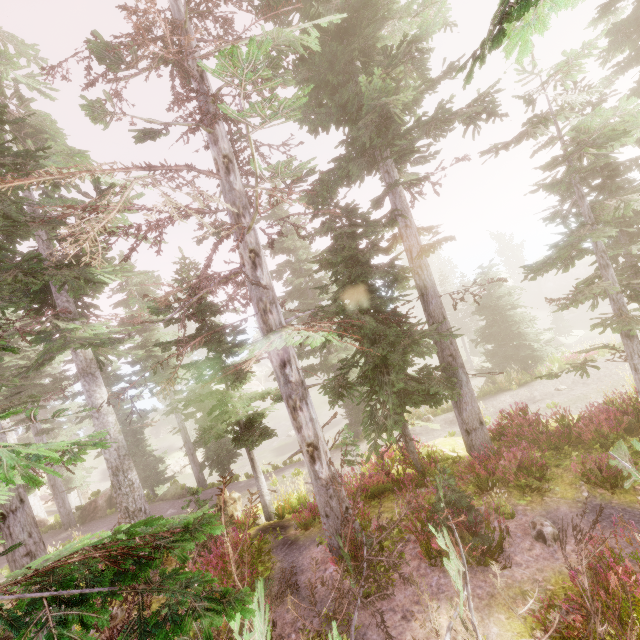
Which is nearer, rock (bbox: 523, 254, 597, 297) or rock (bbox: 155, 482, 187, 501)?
rock (bbox: 155, 482, 187, 501)

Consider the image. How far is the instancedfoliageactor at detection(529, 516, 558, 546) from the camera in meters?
6.6

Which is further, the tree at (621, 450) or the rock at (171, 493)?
the rock at (171, 493)

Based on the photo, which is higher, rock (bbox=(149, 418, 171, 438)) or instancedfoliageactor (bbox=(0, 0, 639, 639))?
instancedfoliageactor (bbox=(0, 0, 639, 639))

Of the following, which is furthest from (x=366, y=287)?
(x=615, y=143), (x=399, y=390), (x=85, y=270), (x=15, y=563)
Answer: (x=15, y=563)

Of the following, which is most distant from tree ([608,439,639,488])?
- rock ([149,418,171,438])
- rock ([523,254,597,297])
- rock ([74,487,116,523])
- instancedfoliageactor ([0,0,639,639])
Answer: rock ([523,254,597,297])

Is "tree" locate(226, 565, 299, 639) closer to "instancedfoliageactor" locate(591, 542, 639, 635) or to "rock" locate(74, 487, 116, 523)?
"instancedfoliageactor" locate(591, 542, 639, 635)

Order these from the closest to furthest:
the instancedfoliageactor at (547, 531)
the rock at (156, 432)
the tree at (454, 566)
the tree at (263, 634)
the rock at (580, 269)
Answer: the tree at (263, 634) < the tree at (454, 566) < the instancedfoliageactor at (547, 531) < the rock at (156, 432) < the rock at (580, 269)
